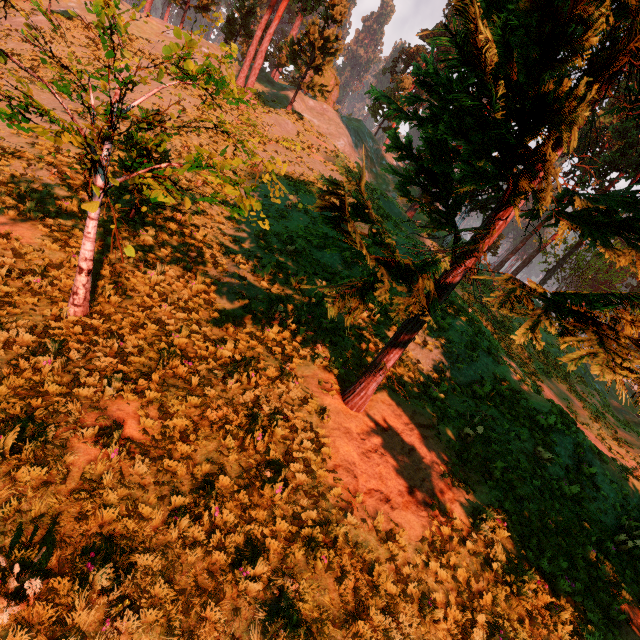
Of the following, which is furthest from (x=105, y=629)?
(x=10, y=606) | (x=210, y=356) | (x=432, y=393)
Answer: (x=432, y=393)

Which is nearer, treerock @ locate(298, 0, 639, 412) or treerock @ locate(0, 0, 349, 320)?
treerock @ locate(298, 0, 639, 412)

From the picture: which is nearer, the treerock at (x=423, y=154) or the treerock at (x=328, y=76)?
the treerock at (x=423, y=154)
